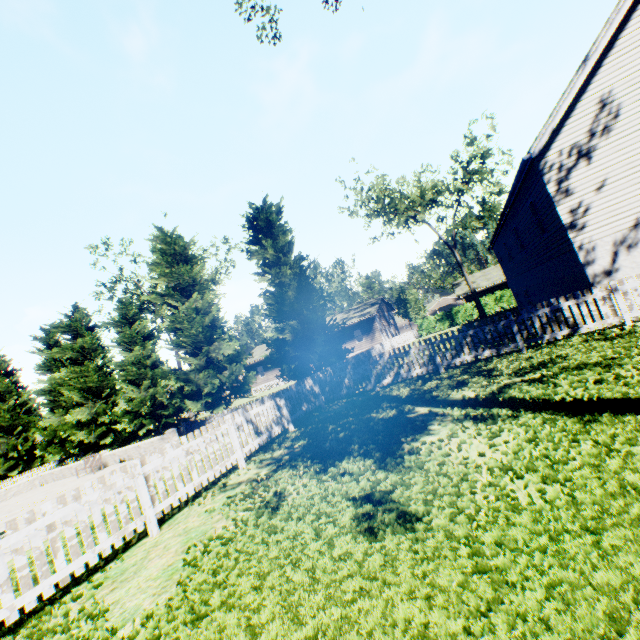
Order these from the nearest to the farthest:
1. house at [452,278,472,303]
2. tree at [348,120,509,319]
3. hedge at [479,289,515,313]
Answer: tree at [348,120,509,319], hedge at [479,289,515,313], house at [452,278,472,303]

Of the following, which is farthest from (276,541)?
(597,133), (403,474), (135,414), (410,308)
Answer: (410,308)

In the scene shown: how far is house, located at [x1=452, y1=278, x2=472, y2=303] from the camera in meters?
38.9 m

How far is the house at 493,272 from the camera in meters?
37.7 m

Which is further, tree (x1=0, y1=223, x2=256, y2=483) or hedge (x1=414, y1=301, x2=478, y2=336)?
hedge (x1=414, y1=301, x2=478, y2=336)

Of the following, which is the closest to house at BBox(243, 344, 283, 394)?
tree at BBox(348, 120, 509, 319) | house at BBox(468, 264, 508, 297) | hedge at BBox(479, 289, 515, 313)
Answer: tree at BBox(348, 120, 509, 319)

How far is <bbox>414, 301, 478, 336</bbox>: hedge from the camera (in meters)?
34.31

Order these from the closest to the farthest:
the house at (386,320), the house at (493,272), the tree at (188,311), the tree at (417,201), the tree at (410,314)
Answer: the tree at (188,311)
the tree at (417,201)
the house at (386,320)
the house at (493,272)
the tree at (410,314)
